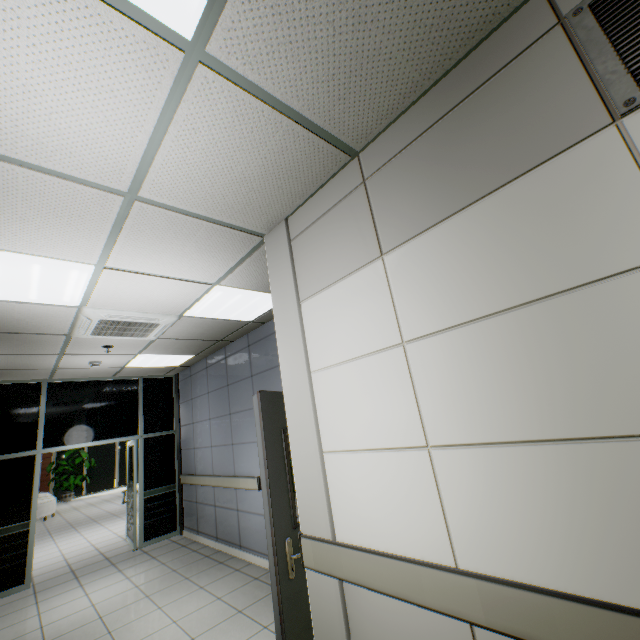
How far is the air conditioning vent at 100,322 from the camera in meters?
3.5 m

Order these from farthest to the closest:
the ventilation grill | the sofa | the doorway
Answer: the sofa < the doorway < the ventilation grill

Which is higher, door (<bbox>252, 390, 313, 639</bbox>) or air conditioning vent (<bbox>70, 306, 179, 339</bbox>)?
air conditioning vent (<bbox>70, 306, 179, 339</bbox>)

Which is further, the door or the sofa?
the sofa

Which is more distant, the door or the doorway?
the doorway

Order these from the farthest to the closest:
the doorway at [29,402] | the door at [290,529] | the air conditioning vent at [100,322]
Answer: the doorway at [29,402] → the air conditioning vent at [100,322] → the door at [290,529]

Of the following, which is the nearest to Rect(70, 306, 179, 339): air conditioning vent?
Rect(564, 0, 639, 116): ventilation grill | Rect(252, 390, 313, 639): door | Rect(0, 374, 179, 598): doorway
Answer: Rect(252, 390, 313, 639): door

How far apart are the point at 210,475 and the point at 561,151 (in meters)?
6.29
